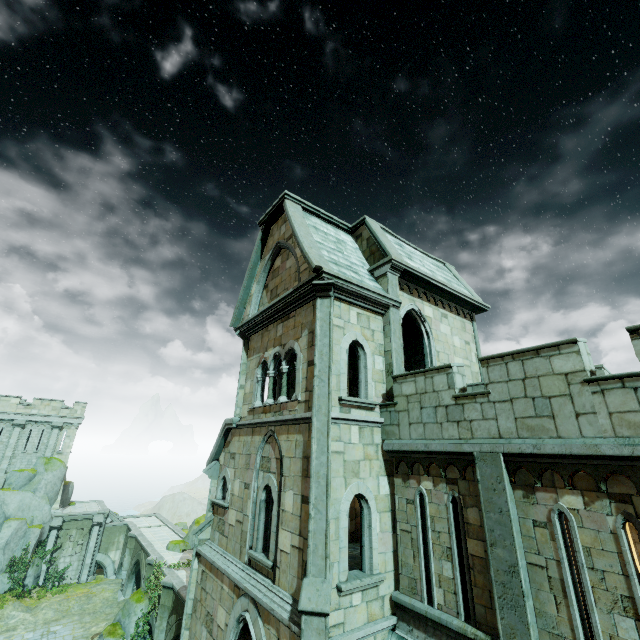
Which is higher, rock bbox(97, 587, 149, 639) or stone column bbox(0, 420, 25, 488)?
stone column bbox(0, 420, 25, 488)

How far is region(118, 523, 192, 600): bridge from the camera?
24.7m

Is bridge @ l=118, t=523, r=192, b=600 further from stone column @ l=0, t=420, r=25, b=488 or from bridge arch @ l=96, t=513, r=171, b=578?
stone column @ l=0, t=420, r=25, b=488

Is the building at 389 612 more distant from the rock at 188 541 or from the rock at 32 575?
the rock at 188 541

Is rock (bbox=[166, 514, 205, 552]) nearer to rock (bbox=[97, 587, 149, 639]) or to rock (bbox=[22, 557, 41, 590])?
rock (bbox=[22, 557, 41, 590])

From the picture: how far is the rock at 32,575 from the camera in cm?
2853

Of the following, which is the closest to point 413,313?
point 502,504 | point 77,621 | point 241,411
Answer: point 502,504

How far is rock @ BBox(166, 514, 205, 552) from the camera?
26.8m
